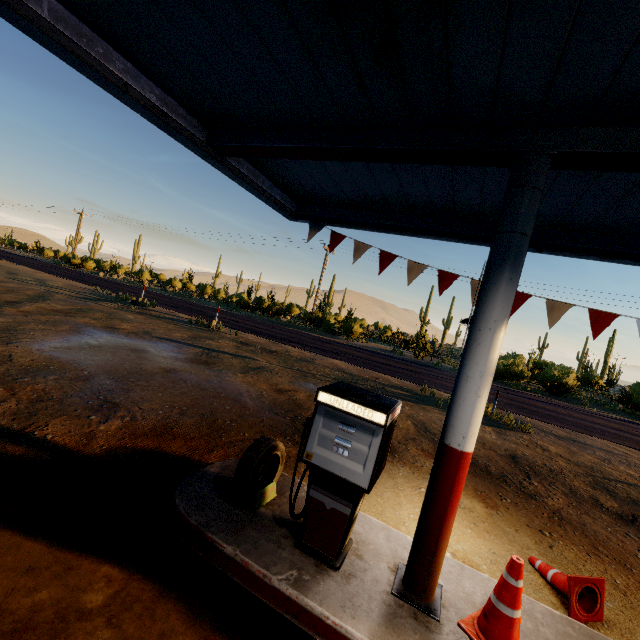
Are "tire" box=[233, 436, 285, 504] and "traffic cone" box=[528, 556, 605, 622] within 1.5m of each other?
no

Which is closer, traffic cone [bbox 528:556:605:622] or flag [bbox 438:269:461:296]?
traffic cone [bbox 528:556:605:622]

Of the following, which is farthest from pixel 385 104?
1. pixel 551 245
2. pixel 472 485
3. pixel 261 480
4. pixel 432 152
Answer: pixel 472 485

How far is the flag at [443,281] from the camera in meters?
5.0 m

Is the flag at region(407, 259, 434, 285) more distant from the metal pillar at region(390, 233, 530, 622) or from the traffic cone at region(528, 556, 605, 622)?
the traffic cone at region(528, 556, 605, 622)

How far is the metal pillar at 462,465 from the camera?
2.6 meters

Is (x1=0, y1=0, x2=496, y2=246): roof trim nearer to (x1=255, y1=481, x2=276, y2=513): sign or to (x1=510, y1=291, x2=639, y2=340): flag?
(x1=510, y1=291, x2=639, y2=340): flag

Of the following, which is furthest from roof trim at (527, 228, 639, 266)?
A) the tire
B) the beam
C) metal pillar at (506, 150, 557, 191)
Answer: the tire
